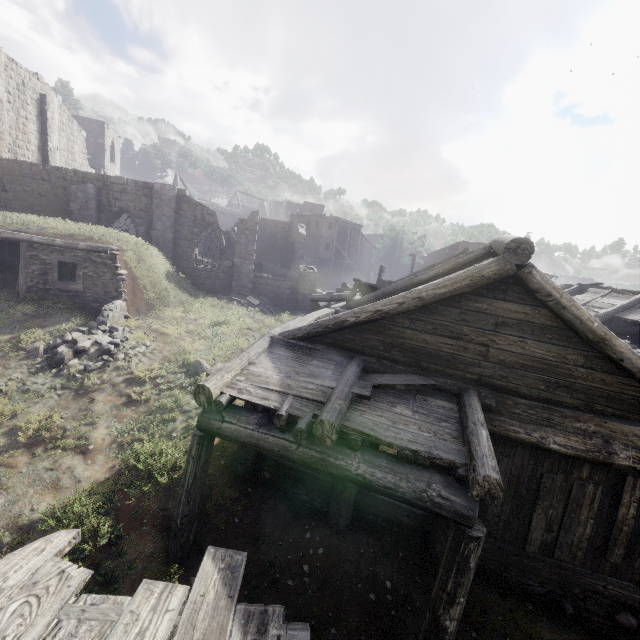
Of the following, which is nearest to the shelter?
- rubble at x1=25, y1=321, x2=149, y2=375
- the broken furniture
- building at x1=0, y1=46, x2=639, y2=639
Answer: building at x1=0, y1=46, x2=639, y2=639

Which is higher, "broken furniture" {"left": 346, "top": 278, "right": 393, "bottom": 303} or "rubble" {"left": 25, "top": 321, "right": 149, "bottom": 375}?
"broken furniture" {"left": 346, "top": 278, "right": 393, "bottom": 303}

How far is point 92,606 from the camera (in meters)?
3.01

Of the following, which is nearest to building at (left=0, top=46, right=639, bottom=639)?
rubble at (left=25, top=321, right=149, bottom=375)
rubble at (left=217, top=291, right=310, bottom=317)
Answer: rubble at (left=217, top=291, right=310, bottom=317)

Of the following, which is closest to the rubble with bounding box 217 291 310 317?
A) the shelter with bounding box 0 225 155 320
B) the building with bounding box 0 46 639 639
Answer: the building with bounding box 0 46 639 639

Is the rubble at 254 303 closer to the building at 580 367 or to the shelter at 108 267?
the building at 580 367

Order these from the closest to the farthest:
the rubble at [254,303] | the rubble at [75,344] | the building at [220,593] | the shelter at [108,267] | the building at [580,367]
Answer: the building at [220,593], the building at [580,367], the rubble at [75,344], the shelter at [108,267], the rubble at [254,303]
